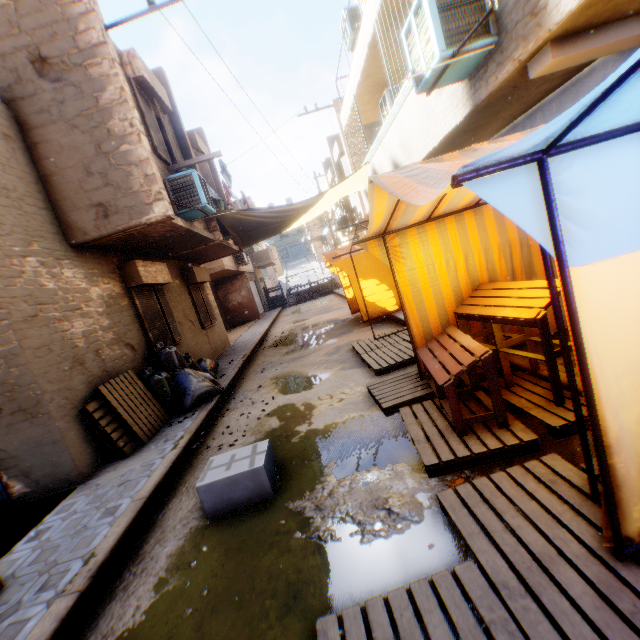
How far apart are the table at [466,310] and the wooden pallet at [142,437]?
3.8 meters

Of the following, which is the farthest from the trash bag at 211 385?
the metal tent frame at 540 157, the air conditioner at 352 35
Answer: the air conditioner at 352 35

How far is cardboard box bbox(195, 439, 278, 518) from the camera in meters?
3.2 m

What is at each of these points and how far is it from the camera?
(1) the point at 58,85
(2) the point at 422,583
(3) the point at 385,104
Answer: (1) building, 5.50m
(2) wooden pallet, 1.90m
(3) air conditioner, 9.16m

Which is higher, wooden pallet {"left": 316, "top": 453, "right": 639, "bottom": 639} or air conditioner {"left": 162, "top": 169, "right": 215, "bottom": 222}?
air conditioner {"left": 162, "top": 169, "right": 215, "bottom": 222}

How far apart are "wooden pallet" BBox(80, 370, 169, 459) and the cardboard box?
1.8m

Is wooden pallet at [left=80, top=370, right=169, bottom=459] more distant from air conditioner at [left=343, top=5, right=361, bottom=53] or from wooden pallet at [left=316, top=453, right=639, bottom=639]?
air conditioner at [left=343, top=5, right=361, bottom=53]

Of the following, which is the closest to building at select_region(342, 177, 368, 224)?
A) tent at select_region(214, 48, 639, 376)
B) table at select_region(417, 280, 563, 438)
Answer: tent at select_region(214, 48, 639, 376)
